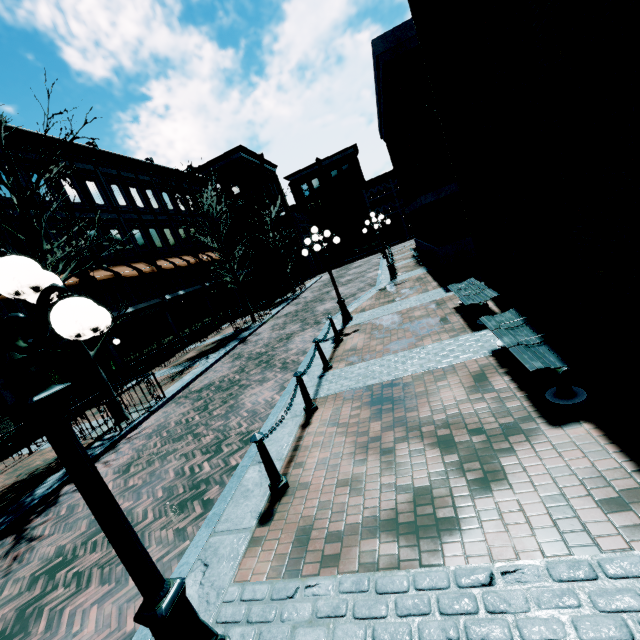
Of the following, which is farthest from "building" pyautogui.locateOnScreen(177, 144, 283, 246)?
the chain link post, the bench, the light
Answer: the chain link post

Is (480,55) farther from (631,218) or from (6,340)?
(6,340)

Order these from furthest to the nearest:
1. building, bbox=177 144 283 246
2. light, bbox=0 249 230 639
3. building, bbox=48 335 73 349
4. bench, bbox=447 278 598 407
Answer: building, bbox=177 144 283 246 < building, bbox=48 335 73 349 < bench, bbox=447 278 598 407 < light, bbox=0 249 230 639

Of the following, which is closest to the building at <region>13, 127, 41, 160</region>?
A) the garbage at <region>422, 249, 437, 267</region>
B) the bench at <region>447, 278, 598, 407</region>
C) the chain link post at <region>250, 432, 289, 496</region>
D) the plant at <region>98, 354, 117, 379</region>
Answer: the plant at <region>98, 354, 117, 379</region>

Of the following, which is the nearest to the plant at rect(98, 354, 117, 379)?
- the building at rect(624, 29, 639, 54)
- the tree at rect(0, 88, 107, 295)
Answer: the building at rect(624, 29, 639, 54)

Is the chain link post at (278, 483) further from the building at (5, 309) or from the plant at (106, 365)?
the plant at (106, 365)

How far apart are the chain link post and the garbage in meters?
14.1 m

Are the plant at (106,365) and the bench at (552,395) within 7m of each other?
no
